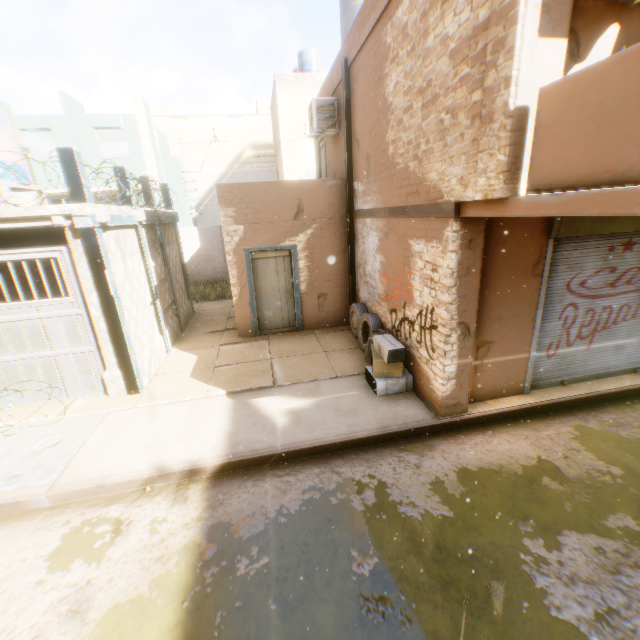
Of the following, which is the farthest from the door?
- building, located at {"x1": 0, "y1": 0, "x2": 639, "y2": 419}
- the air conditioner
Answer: the air conditioner

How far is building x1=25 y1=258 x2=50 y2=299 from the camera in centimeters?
1058cm

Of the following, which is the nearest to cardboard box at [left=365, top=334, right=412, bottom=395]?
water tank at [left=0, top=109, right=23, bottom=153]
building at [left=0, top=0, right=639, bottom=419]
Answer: building at [left=0, top=0, right=639, bottom=419]

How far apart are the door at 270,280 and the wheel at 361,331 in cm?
39

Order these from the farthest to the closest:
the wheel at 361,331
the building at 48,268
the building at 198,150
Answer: the building at 198,150 < the building at 48,268 < the wheel at 361,331

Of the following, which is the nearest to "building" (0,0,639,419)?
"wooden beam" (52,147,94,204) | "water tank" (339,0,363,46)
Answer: "wooden beam" (52,147,94,204)

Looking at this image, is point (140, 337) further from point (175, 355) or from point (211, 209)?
point (211, 209)
